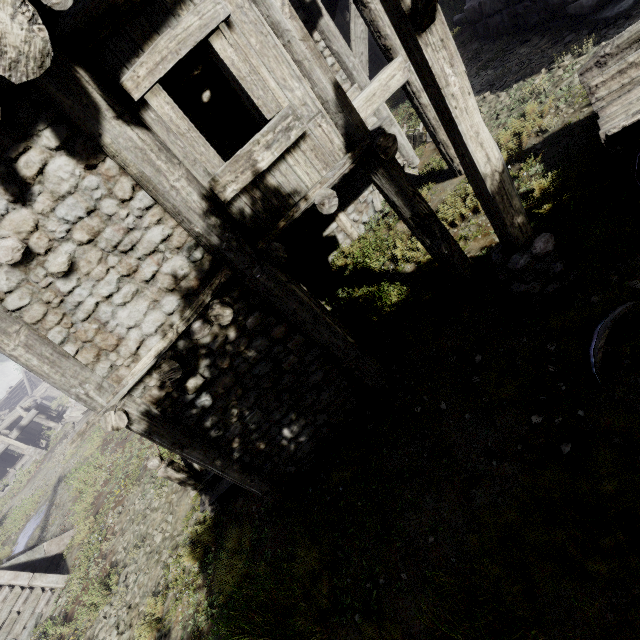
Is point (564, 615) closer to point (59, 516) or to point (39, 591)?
point (39, 591)

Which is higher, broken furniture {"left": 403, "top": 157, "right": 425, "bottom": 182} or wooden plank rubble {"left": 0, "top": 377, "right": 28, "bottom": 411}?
wooden plank rubble {"left": 0, "top": 377, "right": 28, "bottom": 411}

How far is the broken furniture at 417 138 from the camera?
9.45m

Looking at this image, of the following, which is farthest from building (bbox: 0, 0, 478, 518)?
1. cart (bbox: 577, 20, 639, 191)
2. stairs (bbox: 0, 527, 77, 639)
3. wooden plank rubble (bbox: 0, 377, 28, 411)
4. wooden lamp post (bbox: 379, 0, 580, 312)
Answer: stairs (bbox: 0, 527, 77, 639)

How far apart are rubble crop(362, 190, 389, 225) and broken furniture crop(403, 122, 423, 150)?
1.2m

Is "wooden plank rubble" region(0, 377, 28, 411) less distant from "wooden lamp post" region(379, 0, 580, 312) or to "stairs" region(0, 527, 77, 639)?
"stairs" region(0, 527, 77, 639)

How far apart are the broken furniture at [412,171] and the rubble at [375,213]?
0.06m

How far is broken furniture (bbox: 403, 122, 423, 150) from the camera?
9.4m
